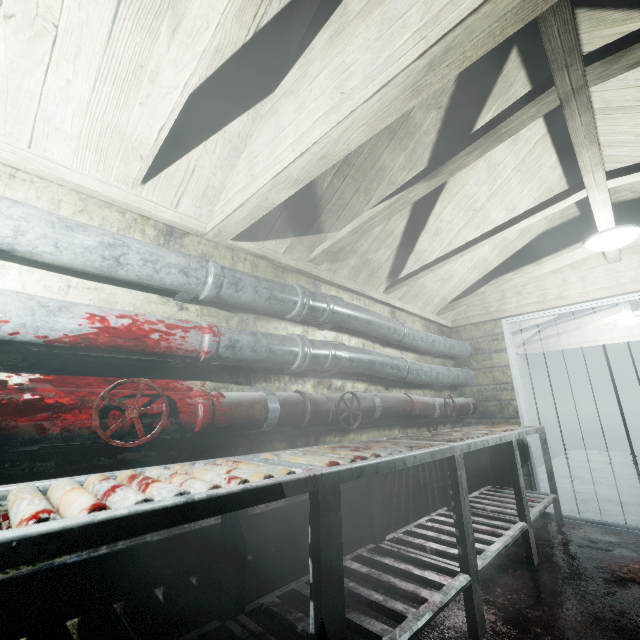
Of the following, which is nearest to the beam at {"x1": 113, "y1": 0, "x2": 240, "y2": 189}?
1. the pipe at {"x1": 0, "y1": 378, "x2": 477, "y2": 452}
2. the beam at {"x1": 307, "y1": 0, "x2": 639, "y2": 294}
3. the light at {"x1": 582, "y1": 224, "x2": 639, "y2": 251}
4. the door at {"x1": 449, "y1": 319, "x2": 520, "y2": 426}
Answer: the beam at {"x1": 307, "y1": 0, "x2": 639, "y2": 294}

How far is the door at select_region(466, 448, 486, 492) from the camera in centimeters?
349cm

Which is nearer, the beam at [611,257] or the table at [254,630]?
the table at [254,630]

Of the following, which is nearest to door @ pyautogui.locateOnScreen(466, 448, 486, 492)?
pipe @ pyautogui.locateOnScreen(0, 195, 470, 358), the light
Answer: pipe @ pyautogui.locateOnScreen(0, 195, 470, 358)

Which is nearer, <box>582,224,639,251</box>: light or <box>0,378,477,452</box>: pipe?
<box>0,378,477,452</box>: pipe

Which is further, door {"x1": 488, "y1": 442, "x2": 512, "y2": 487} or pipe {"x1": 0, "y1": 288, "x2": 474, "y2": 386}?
door {"x1": 488, "y1": 442, "x2": 512, "y2": 487}

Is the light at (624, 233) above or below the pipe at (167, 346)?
above

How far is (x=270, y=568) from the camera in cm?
169
